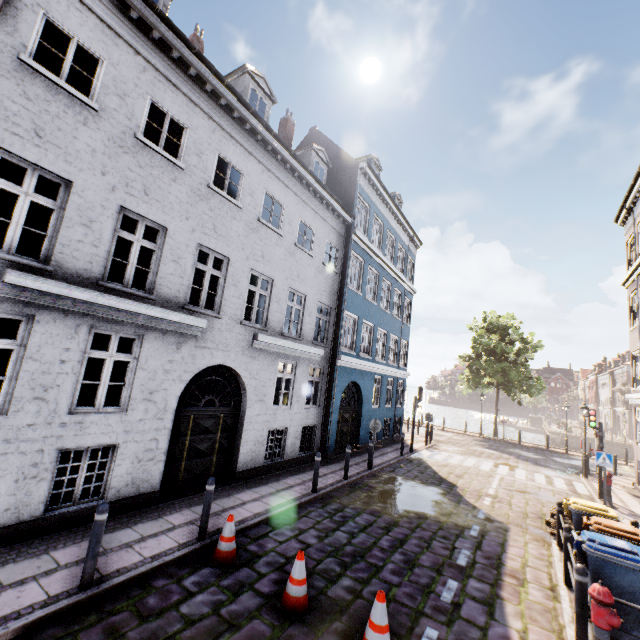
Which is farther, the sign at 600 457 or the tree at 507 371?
the tree at 507 371

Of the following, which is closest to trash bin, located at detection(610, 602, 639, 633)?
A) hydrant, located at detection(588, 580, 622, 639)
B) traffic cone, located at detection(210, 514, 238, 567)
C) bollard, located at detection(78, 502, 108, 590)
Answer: hydrant, located at detection(588, 580, 622, 639)

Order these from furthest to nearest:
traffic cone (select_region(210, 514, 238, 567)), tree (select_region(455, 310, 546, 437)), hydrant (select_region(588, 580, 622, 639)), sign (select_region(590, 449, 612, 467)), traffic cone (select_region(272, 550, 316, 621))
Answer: tree (select_region(455, 310, 546, 437))
sign (select_region(590, 449, 612, 467))
traffic cone (select_region(210, 514, 238, 567))
traffic cone (select_region(272, 550, 316, 621))
hydrant (select_region(588, 580, 622, 639))

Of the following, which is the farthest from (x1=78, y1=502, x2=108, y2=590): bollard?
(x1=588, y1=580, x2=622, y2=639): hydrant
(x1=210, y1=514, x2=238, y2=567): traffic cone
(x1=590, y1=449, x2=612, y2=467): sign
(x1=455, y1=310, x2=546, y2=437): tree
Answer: (x1=455, y1=310, x2=546, y2=437): tree

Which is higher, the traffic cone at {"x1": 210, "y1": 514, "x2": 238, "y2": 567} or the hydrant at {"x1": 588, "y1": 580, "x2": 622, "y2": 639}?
the hydrant at {"x1": 588, "y1": 580, "x2": 622, "y2": 639}

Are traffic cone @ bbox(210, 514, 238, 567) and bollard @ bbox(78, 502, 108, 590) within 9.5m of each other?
yes

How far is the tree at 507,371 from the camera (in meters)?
26.73

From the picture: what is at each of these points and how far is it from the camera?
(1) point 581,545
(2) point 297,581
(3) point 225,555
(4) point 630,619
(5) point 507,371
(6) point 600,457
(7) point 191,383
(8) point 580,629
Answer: (1) trash bin, 5.5 meters
(2) traffic cone, 4.9 meters
(3) traffic cone, 5.7 meters
(4) trash bin, 5.0 meters
(5) tree, 26.6 meters
(6) sign, 12.0 meters
(7) building, 15.9 meters
(8) bollard, 4.8 meters
